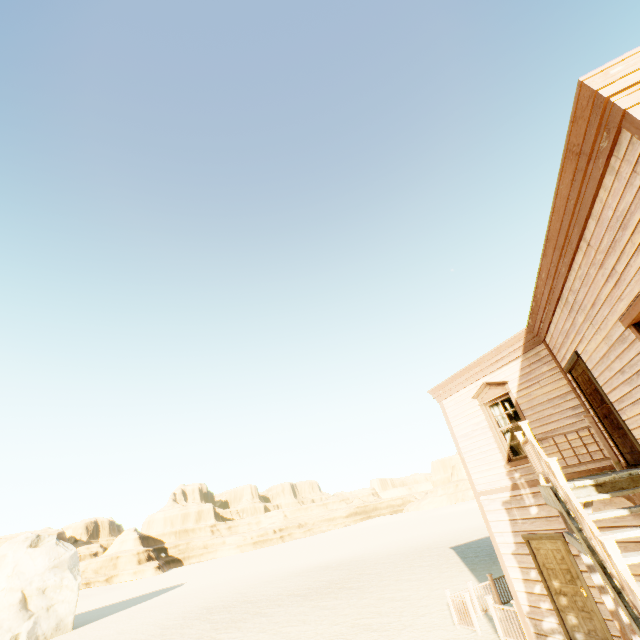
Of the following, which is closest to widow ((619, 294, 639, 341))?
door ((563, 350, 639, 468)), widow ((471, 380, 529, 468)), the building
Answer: the building

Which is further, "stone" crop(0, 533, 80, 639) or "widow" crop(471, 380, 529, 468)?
"stone" crop(0, 533, 80, 639)

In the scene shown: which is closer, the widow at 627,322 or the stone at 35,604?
the widow at 627,322

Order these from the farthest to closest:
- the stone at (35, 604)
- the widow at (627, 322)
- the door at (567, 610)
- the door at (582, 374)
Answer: the stone at (35, 604)
the door at (567, 610)
the door at (582, 374)
the widow at (627, 322)

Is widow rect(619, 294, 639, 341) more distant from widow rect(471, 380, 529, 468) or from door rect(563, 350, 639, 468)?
widow rect(471, 380, 529, 468)

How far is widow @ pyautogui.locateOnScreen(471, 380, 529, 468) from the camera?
8.7 meters

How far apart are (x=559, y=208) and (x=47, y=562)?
39.84m

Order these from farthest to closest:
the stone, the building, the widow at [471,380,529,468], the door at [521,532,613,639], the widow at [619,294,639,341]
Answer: the stone
the widow at [471,380,529,468]
the door at [521,532,613,639]
the widow at [619,294,639,341]
the building
